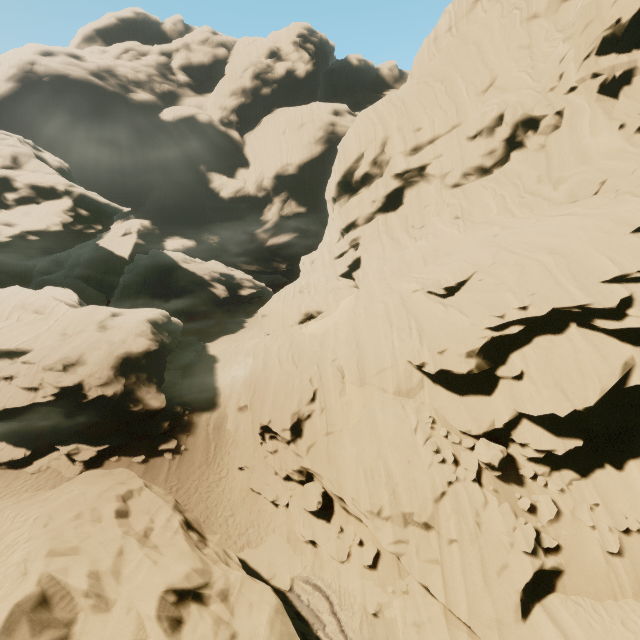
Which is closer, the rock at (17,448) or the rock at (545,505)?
the rock at (545,505)

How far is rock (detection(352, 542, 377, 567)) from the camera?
14.2m

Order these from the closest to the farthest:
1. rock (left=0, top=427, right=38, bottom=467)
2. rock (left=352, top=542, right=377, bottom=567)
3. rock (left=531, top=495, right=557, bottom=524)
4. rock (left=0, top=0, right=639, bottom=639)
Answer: rock (left=0, top=0, right=639, bottom=639) → rock (left=531, top=495, right=557, bottom=524) → rock (left=352, top=542, right=377, bottom=567) → rock (left=0, top=427, right=38, bottom=467)

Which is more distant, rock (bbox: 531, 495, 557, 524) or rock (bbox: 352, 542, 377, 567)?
rock (bbox: 352, 542, 377, 567)

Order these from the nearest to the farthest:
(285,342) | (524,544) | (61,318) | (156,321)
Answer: (524,544), (61,318), (285,342), (156,321)

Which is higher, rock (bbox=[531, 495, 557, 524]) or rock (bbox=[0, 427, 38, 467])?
rock (bbox=[0, 427, 38, 467])
